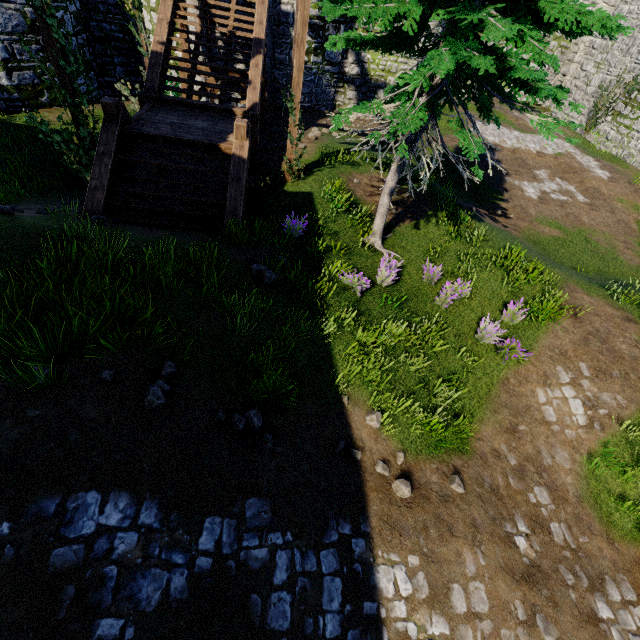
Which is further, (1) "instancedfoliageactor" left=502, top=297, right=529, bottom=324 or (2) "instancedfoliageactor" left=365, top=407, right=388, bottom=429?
(1) "instancedfoliageactor" left=502, top=297, right=529, bottom=324

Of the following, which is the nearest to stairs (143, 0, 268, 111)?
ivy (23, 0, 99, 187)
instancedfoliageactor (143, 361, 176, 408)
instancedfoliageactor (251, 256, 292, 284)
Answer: ivy (23, 0, 99, 187)

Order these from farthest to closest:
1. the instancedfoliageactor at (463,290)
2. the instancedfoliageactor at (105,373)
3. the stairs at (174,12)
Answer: the stairs at (174,12) → the instancedfoliageactor at (463,290) → the instancedfoliageactor at (105,373)

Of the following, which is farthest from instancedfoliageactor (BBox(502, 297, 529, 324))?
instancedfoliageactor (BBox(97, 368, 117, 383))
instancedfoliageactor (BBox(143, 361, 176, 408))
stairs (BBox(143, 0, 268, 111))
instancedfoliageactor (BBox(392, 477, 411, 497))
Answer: stairs (BBox(143, 0, 268, 111))

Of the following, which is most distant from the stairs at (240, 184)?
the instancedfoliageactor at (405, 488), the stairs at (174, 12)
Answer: the instancedfoliageactor at (405, 488)

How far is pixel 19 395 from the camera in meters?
3.6 m

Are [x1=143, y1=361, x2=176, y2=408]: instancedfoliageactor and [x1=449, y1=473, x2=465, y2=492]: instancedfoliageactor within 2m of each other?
no

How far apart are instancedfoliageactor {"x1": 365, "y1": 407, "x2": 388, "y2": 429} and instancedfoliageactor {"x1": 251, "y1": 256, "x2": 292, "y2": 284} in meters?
3.1 m
